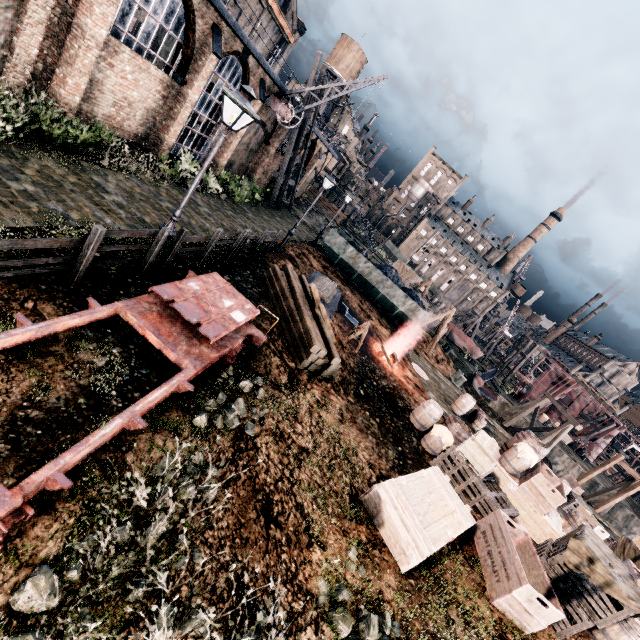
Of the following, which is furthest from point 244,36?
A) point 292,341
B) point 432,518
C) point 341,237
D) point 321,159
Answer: point 321,159

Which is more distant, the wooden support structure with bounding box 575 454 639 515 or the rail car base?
the wooden support structure with bounding box 575 454 639 515

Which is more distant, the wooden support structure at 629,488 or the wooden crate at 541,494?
the wooden support structure at 629,488

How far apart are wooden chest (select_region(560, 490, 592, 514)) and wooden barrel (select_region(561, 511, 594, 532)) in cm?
927

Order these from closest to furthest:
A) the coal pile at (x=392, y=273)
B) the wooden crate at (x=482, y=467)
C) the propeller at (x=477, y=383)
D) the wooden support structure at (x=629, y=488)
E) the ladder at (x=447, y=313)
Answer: the wooden crate at (x=482, y=467) → the ladder at (x=447, y=313) → the coal pile at (x=392, y=273) → the wooden support structure at (x=629, y=488) → the propeller at (x=477, y=383)

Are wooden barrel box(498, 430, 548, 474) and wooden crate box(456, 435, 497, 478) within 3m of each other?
yes

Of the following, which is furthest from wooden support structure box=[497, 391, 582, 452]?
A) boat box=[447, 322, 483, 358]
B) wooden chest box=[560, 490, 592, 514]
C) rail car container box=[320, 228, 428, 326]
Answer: rail car container box=[320, 228, 428, 326]

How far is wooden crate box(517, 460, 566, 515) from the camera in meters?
11.1
